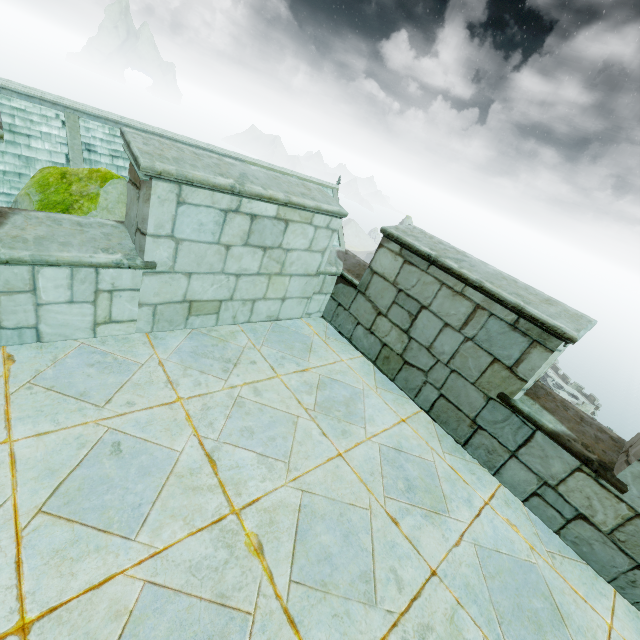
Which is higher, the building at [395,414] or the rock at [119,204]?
the building at [395,414]

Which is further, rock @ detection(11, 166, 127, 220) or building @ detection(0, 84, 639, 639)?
rock @ detection(11, 166, 127, 220)

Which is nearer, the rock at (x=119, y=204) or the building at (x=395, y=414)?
the building at (x=395, y=414)

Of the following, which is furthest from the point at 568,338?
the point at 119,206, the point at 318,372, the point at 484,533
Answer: the point at 119,206

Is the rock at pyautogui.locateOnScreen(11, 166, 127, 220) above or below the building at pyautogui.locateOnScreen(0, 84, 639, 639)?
below

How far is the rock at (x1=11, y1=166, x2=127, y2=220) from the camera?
10.74m
